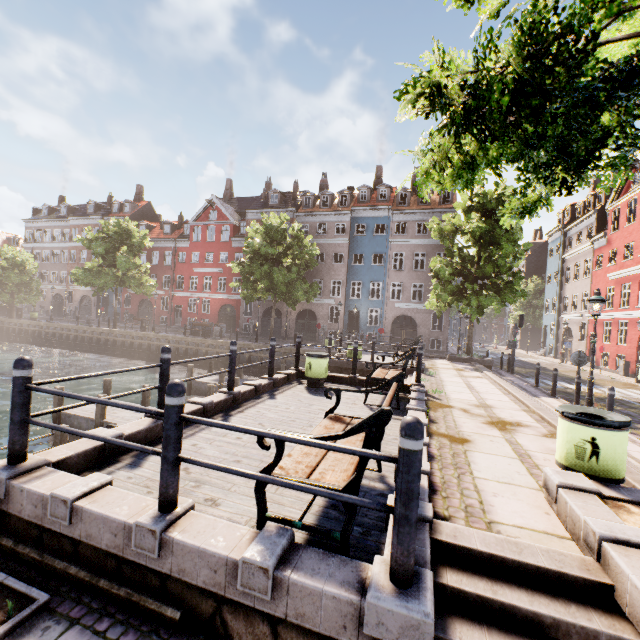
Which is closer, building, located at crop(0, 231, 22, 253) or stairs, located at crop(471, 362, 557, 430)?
stairs, located at crop(471, 362, 557, 430)

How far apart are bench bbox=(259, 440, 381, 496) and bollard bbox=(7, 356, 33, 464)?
2.7 meters

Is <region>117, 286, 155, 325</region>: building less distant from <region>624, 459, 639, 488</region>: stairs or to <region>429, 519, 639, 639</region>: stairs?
<region>624, 459, 639, 488</region>: stairs

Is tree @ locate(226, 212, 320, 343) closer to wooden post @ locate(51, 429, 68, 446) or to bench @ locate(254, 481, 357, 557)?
bench @ locate(254, 481, 357, 557)

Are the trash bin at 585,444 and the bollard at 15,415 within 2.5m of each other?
no

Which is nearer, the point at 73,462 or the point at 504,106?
the point at 504,106

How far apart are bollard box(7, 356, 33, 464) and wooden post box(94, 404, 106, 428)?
8.7m

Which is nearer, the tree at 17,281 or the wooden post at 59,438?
the wooden post at 59,438
